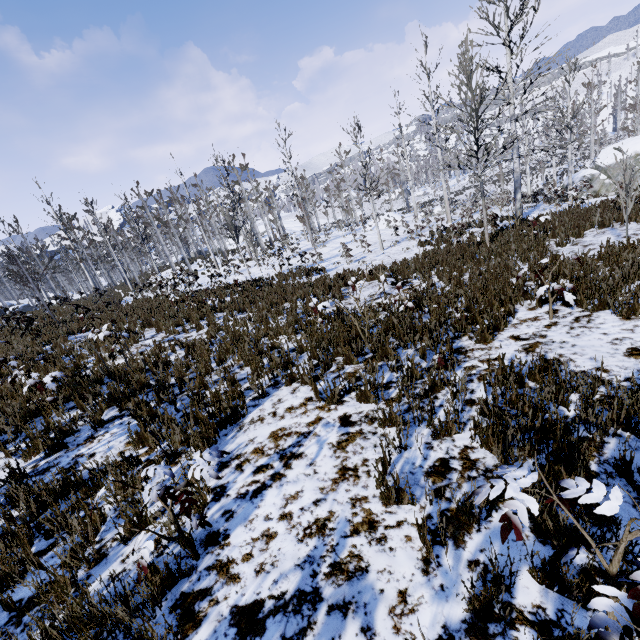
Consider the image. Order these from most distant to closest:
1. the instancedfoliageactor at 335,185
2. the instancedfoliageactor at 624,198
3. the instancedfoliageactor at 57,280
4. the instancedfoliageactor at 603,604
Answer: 1. the instancedfoliageactor at 335,185
2. the instancedfoliageactor at 57,280
3. the instancedfoliageactor at 624,198
4. the instancedfoliageactor at 603,604

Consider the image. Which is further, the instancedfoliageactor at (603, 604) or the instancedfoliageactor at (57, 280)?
the instancedfoliageactor at (57, 280)

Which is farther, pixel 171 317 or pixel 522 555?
pixel 171 317

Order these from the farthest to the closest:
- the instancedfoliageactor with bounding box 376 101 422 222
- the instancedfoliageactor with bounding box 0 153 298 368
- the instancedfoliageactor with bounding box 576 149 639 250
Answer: the instancedfoliageactor with bounding box 376 101 422 222
the instancedfoliageactor with bounding box 0 153 298 368
the instancedfoliageactor with bounding box 576 149 639 250

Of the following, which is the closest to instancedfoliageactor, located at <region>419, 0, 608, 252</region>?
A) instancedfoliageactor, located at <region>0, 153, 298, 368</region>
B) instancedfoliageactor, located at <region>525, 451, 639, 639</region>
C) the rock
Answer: the rock

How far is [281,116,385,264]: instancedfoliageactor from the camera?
17.97m

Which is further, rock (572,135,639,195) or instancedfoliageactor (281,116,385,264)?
rock (572,135,639,195)

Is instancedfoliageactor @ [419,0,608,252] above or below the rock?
above
